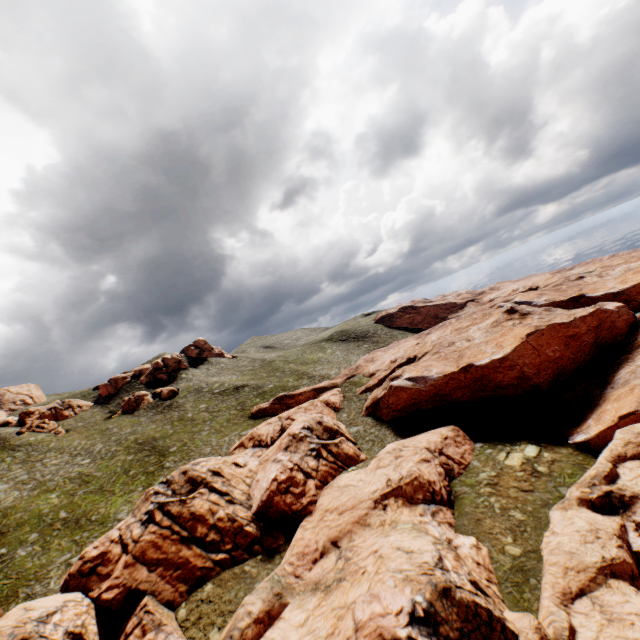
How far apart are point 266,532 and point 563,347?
44.81m
